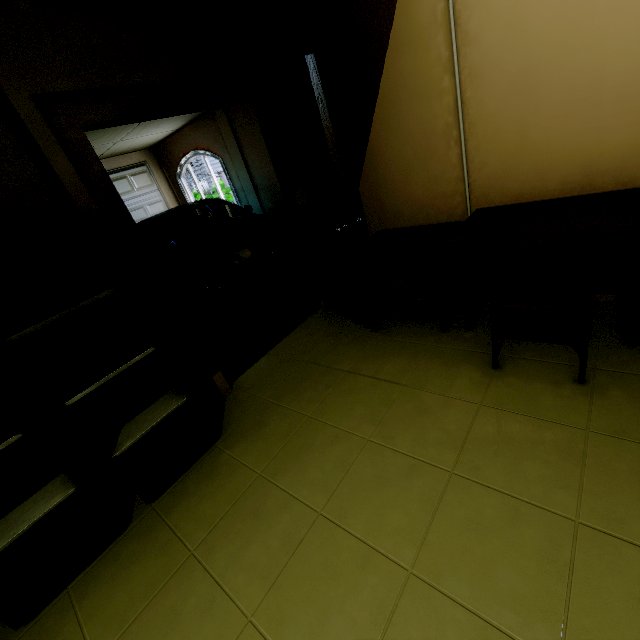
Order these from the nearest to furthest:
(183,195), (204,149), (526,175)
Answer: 1. (526,175)
2. (204,149)
3. (183,195)

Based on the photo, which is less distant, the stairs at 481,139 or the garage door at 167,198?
the stairs at 481,139

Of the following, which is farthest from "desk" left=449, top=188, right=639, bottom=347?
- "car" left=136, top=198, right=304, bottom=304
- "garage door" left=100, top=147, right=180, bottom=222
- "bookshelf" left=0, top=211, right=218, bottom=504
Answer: "garage door" left=100, top=147, right=180, bottom=222

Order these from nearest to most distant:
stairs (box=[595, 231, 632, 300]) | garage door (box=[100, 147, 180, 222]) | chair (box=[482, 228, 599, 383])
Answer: chair (box=[482, 228, 599, 383]) → stairs (box=[595, 231, 632, 300]) → garage door (box=[100, 147, 180, 222])

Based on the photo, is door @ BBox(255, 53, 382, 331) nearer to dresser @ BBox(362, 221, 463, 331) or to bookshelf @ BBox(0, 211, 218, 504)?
dresser @ BBox(362, 221, 463, 331)

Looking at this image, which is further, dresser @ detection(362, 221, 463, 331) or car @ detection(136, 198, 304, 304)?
car @ detection(136, 198, 304, 304)

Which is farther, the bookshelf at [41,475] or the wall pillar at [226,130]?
the wall pillar at [226,130]

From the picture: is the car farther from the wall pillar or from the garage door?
the wall pillar
